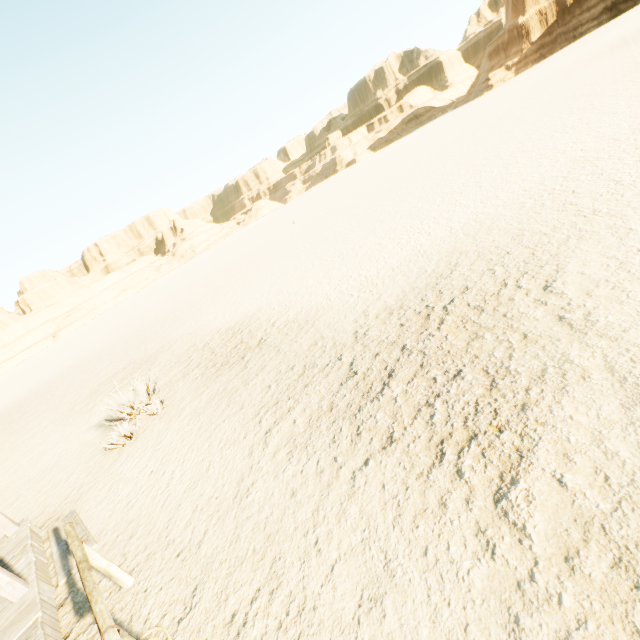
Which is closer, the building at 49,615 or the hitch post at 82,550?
the hitch post at 82,550

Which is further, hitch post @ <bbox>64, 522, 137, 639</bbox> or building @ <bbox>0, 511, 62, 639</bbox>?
building @ <bbox>0, 511, 62, 639</bbox>

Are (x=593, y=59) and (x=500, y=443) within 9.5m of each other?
no
